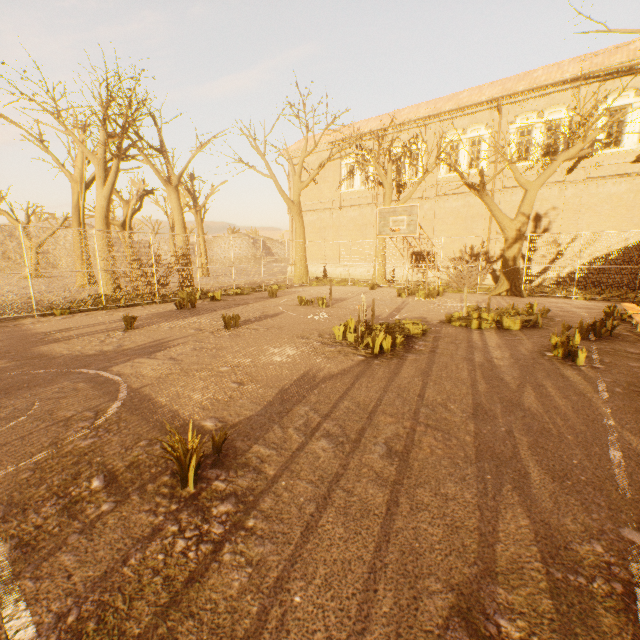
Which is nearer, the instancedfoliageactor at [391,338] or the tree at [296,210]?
the instancedfoliageactor at [391,338]

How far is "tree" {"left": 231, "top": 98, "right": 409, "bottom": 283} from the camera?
19.3m

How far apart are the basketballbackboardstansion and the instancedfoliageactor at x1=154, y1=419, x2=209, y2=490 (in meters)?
11.50

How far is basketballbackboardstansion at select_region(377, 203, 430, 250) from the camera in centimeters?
1252cm

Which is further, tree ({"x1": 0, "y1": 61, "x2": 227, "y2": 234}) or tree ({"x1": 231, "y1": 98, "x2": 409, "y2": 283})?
tree ({"x1": 231, "y1": 98, "x2": 409, "y2": 283})

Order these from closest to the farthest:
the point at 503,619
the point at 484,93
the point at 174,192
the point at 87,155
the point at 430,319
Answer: the point at 503,619 → the point at 430,319 → the point at 87,155 → the point at 174,192 → the point at 484,93

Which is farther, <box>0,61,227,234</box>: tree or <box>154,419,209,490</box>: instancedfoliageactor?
<box>0,61,227,234</box>: tree

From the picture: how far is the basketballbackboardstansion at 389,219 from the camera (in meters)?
12.52
